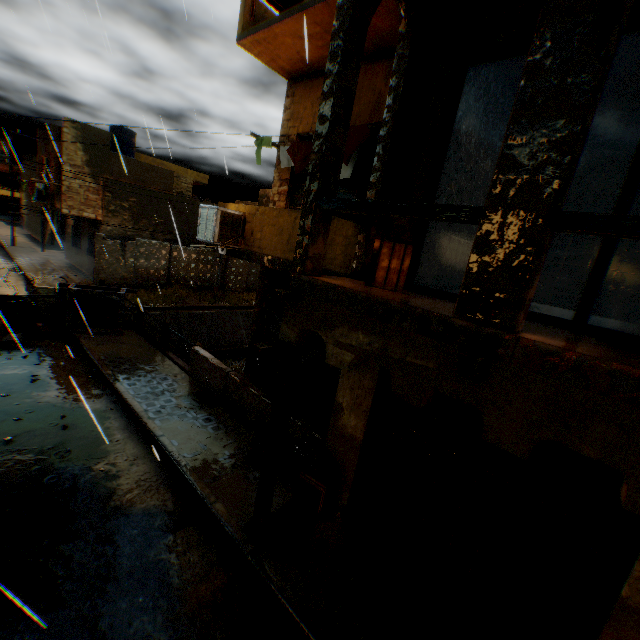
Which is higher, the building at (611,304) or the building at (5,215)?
the building at (611,304)

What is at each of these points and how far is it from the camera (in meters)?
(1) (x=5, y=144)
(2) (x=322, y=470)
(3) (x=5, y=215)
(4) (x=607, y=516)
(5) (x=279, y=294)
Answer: (1) building, 48.09
(2) trash bag, 5.75
(3) building, 50.56
(4) rolling overhead door, 3.72
(5) wooden beam, 3.92

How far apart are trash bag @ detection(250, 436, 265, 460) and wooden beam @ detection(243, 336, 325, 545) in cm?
82

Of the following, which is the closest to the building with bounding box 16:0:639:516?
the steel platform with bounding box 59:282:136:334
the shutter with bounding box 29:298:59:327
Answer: the steel platform with bounding box 59:282:136:334

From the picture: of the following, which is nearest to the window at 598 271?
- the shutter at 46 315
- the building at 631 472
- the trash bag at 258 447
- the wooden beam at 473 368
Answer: the building at 631 472

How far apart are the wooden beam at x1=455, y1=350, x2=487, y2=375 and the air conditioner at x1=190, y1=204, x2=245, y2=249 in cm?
558

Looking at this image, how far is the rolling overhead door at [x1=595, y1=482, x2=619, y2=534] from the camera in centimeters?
365cm

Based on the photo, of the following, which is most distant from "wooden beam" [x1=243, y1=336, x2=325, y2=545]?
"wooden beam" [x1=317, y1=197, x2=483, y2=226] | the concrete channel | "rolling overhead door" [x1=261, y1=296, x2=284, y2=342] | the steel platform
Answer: the steel platform
